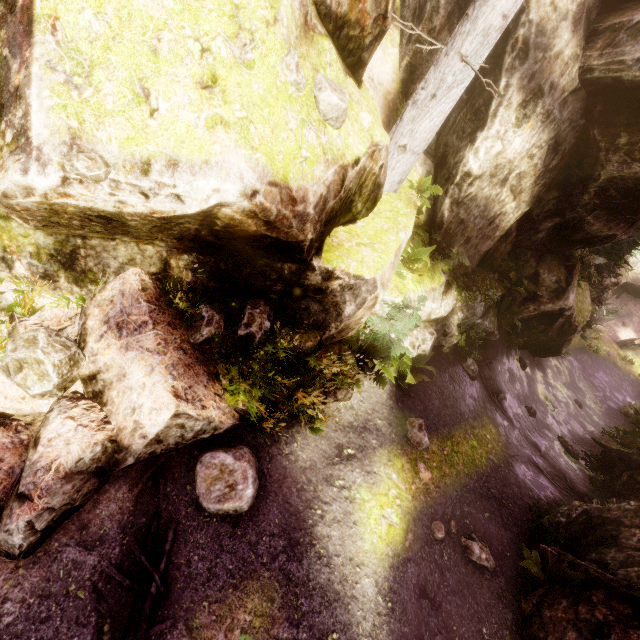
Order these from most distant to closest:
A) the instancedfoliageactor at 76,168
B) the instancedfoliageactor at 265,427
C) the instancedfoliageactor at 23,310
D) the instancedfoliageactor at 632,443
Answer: the instancedfoliageactor at 632,443, the instancedfoliageactor at 265,427, the instancedfoliageactor at 23,310, the instancedfoliageactor at 76,168

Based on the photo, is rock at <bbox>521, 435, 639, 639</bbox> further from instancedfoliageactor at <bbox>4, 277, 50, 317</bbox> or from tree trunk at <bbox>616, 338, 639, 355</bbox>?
tree trunk at <bbox>616, 338, 639, 355</bbox>

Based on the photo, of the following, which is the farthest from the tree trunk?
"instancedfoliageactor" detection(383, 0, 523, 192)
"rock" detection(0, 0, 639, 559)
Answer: "rock" detection(0, 0, 639, 559)

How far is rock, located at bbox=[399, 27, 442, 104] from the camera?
7.8m

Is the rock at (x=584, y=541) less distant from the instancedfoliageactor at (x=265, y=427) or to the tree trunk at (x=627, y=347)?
the instancedfoliageactor at (x=265, y=427)

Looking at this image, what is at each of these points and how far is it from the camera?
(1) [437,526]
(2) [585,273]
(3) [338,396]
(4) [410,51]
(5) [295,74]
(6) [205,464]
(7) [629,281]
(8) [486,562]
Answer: (1) instancedfoliageactor, 6.6 meters
(2) instancedfoliageactor, 12.6 meters
(3) rock, 6.7 meters
(4) rock, 7.9 meters
(5) instancedfoliageactor, 3.9 meters
(6) instancedfoliageactor, 4.9 meters
(7) rock, 25.3 meters
(8) instancedfoliageactor, 6.6 meters

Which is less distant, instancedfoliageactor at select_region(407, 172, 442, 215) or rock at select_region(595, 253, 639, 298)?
instancedfoliageactor at select_region(407, 172, 442, 215)
